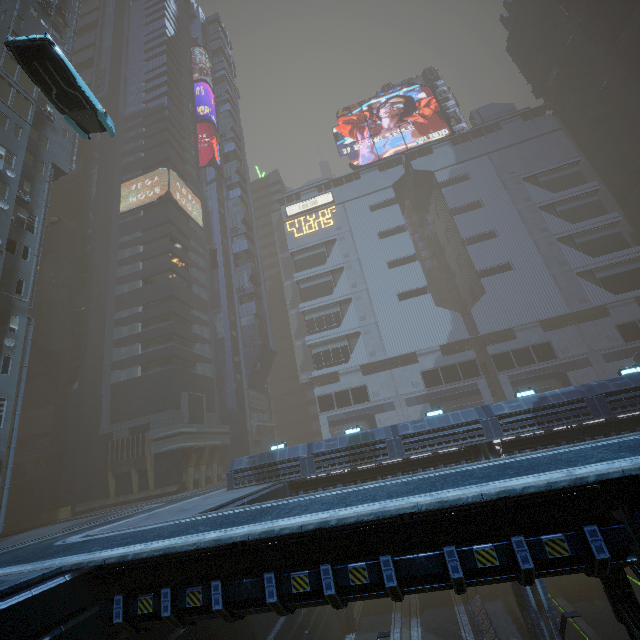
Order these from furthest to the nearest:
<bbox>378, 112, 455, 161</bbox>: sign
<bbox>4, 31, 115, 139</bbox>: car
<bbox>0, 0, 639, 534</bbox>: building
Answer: <bbox>378, 112, 455, 161</bbox>: sign < <bbox>0, 0, 639, 534</bbox>: building < <bbox>4, 31, 115, 139</bbox>: car

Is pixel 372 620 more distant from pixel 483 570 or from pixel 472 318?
pixel 472 318

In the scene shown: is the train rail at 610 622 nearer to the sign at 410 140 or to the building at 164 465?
the building at 164 465

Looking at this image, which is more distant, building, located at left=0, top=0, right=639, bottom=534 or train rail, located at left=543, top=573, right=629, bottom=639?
building, located at left=0, top=0, right=639, bottom=534

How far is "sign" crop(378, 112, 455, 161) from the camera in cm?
5843

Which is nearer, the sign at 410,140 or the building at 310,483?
the building at 310,483

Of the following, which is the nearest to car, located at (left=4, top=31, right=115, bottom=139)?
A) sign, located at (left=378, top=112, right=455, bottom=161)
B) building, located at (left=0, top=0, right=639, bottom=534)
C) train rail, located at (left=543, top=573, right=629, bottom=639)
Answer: building, located at (left=0, top=0, right=639, bottom=534)

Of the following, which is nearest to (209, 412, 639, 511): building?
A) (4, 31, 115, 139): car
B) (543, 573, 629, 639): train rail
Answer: (543, 573, 629, 639): train rail
